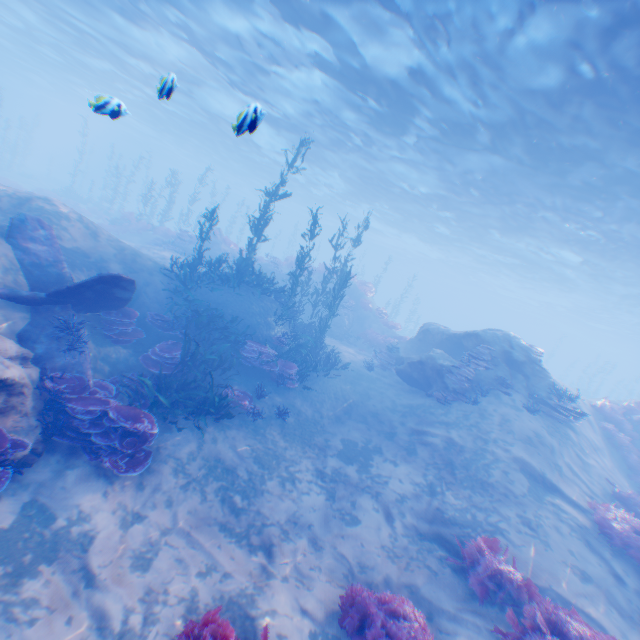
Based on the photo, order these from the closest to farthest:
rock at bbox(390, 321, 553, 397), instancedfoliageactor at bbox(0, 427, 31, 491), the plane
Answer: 1. instancedfoliageactor at bbox(0, 427, 31, 491)
2. the plane
3. rock at bbox(390, 321, 553, 397)

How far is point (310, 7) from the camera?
11.8m

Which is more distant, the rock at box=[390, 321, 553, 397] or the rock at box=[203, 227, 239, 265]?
the rock at box=[203, 227, 239, 265]

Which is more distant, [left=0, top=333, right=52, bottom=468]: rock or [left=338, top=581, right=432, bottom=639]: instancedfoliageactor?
[left=0, top=333, right=52, bottom=468]: rock

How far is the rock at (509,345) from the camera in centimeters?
1334cm

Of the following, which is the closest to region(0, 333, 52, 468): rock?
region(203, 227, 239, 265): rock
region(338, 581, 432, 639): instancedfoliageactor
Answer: region(338, 581, 432, 639): instancedfoliageactor

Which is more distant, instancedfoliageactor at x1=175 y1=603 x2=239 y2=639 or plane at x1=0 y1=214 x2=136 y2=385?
plane at x1=0 y1=214 x2=136 y2=385

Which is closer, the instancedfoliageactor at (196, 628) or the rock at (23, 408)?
the instancedfoliageactor at (196, 628)
